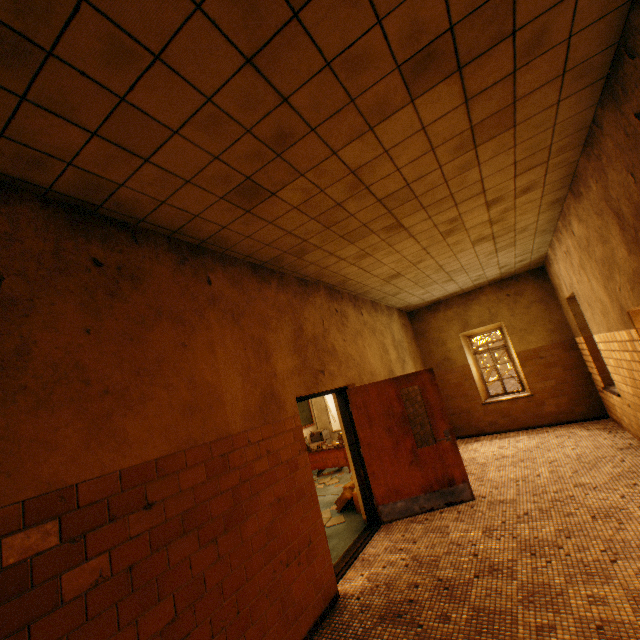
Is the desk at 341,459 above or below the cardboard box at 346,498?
above

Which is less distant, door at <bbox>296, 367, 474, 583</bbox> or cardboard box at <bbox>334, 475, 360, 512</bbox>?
door at <bbox>296, 367, 474, 583</bbox>

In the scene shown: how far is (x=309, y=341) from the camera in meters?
4.7 m

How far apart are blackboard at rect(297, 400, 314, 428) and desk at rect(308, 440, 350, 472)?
0.6 meters

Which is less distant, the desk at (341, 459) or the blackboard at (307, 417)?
the desk at (341, 459)

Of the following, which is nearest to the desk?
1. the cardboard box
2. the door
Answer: the cardboard box

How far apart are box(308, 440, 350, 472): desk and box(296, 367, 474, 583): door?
3.5 meters
